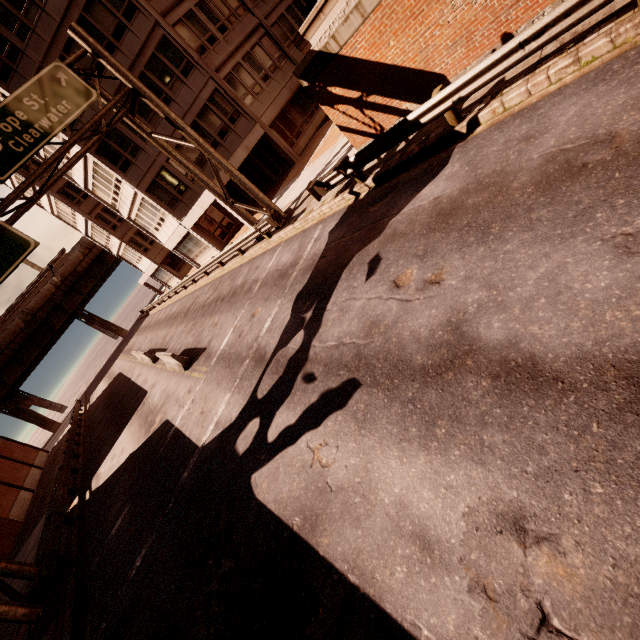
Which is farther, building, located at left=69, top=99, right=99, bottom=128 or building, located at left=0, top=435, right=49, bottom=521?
building, located at left=0, top=435, right=49, bottom=521

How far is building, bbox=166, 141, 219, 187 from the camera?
23.0m

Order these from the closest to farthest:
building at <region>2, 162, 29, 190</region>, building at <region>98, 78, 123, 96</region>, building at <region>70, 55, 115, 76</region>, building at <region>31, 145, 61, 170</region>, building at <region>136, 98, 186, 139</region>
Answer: building at <region>70, 55, 115, 76</region>
building at <region>98, 78, 123, 96</region>
building at <region>136, 98, 186, 139</region>
building at <region>31, 145, 61, 170</region>
building at <region>2, 162, 29, 190</region>

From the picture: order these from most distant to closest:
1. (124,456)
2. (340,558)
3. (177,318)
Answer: (177,318)
(124,456)
(340,558)

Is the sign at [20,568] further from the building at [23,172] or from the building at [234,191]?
the building at [23,172]

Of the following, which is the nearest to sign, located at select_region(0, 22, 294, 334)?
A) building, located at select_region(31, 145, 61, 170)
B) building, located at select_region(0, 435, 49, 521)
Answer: building, located at select_region(0, 435, 49, 521)

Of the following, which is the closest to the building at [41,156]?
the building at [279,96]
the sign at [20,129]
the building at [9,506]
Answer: the building at [279,96]

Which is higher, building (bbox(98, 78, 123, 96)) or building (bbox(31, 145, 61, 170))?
building (bbox(31, 145, 61, 170))
